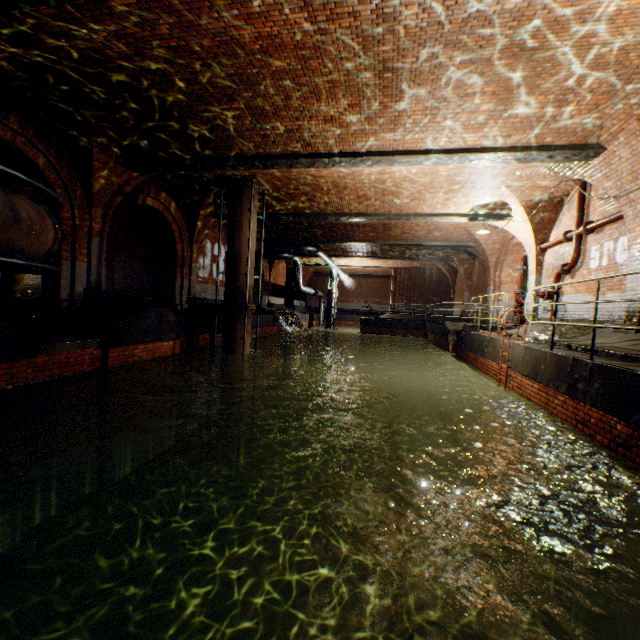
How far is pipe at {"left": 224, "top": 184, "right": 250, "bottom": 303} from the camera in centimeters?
1070cm

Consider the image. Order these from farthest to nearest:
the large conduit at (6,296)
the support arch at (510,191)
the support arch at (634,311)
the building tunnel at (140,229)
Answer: the building tunnel at (140,229) → the support arch at (510,191) → the large conduit at (6,296) → the support arch at (634,311)

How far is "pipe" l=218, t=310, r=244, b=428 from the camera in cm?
1084

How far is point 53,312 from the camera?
8.8 meters

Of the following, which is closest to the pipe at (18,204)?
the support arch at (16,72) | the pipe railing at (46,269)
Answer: the pipe railing at (46,269)

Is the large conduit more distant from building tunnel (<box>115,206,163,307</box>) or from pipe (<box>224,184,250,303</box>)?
pipe (<box>224,184,250,303</box>)

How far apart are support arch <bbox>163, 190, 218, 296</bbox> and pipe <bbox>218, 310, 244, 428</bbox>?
3.85m

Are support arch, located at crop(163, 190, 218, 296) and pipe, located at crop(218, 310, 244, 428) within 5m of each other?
yes
